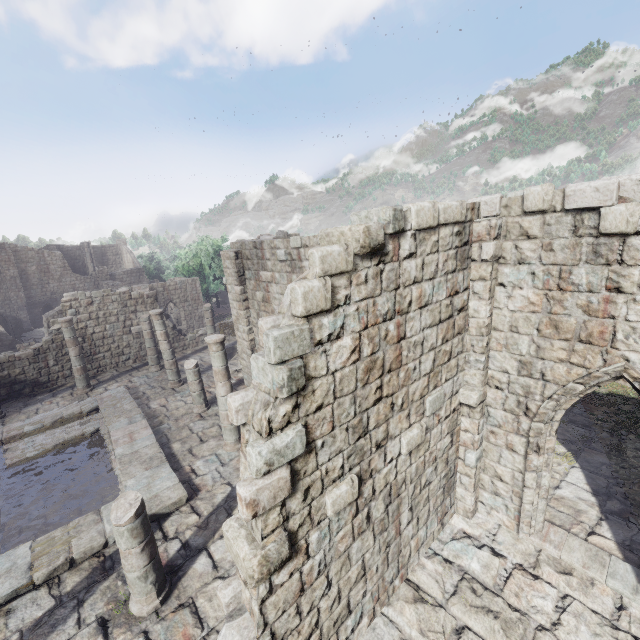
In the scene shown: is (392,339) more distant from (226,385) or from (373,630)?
(226,385)
